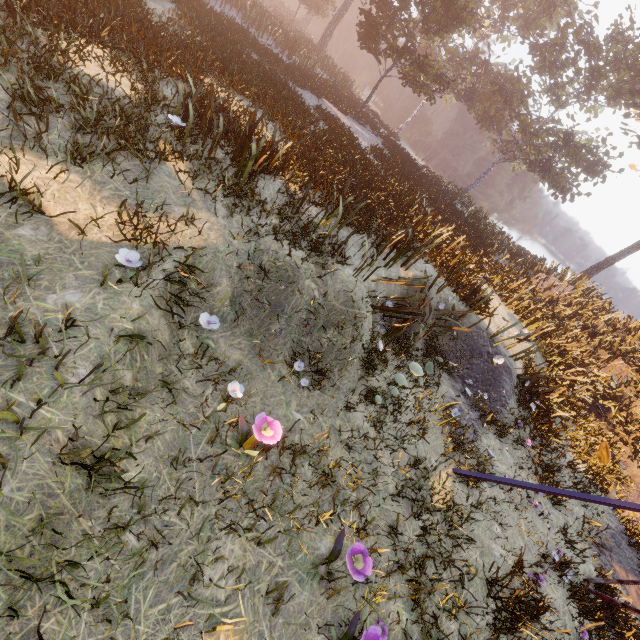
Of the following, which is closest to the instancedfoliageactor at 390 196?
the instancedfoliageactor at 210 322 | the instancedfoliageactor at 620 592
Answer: the instancedfoliageactor at 210 322

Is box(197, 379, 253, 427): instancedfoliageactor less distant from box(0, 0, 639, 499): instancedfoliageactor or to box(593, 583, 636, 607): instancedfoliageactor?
box(0, 0, 639, 499): instancedfoliageactor

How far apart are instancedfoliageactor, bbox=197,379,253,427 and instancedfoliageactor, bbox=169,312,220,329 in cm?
81

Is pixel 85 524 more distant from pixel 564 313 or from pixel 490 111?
pixel 490 111

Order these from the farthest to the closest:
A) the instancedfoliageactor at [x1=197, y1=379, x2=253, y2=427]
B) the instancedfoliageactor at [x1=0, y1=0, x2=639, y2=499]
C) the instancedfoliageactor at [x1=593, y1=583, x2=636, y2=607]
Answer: the instancedfoliageactor at [x1=593, y1=583, x2=636, y2=607]
the instancedfoliageactor at [x1=0, y1=0, x2=639, y2=499]
the instancedfoliageactor at [x1=197, y1=379, x2=253, y2=427]

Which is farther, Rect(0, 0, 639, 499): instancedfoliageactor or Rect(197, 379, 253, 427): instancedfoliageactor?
Rect(0, 0, 639, 499): instancedfoliageactor

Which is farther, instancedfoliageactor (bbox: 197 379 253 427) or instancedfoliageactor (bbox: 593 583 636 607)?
instancedfoliageactor (bbox: 593 583 636 607)

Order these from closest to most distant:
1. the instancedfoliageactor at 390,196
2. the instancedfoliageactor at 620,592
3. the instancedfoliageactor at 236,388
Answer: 1. the instancedfoliageactor at 236,388
2. the instancedfoliageactor at 390,196
3. the instancedfoliageactor at 620,592
